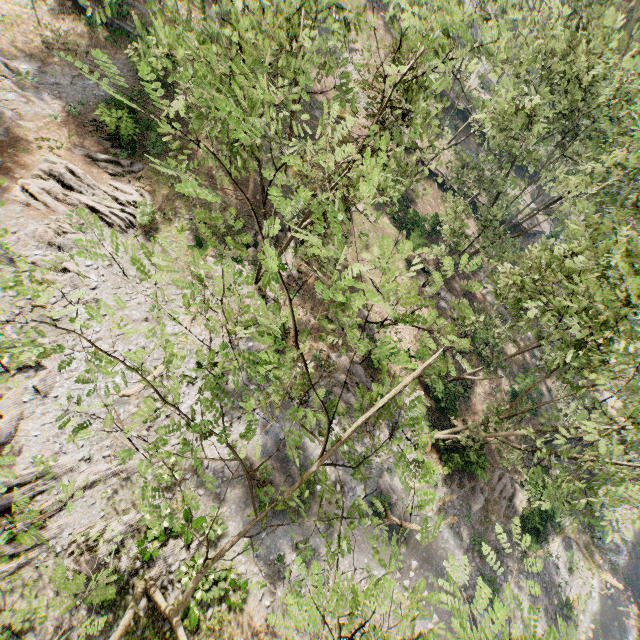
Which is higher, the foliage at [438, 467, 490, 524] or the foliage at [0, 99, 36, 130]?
the foliage at [438, 467, 490, 524]

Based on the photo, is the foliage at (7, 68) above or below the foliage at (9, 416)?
below

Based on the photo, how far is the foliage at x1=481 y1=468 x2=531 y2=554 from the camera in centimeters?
402cm

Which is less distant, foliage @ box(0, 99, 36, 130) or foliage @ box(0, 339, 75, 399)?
foliage @ box(0, 339, 75, 399)

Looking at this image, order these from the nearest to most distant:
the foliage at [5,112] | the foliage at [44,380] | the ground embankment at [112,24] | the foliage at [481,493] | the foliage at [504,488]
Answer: the foliage at [504,488], the foliage at [44,380], the foliage at [5,112], the foliage at [481,493], the ground embankment at [112,24]

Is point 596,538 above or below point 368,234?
below
